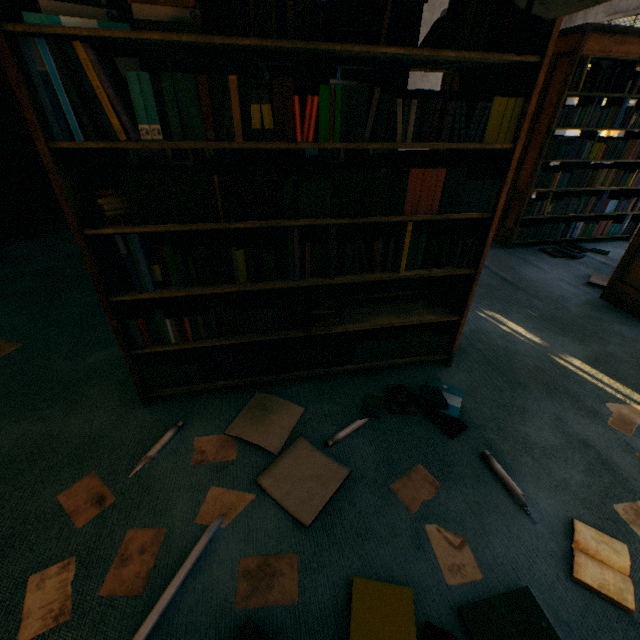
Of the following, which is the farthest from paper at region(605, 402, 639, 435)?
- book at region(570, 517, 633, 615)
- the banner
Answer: the banner

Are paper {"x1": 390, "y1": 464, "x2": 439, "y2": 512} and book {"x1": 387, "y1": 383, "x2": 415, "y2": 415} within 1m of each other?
yes

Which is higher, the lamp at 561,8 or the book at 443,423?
the lamp at 561,8

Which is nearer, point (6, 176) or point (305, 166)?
point (305, 166)

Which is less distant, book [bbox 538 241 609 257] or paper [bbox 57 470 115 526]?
paper [bbox 57 470 115 526]

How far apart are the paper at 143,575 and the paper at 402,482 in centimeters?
108cm

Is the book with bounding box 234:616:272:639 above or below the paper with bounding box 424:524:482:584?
above

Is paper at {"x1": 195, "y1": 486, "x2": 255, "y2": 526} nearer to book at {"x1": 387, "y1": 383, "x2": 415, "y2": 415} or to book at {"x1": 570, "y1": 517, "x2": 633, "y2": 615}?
book at {"x1": 387, "y1": 383, "x2": 415, "y2": 415}
